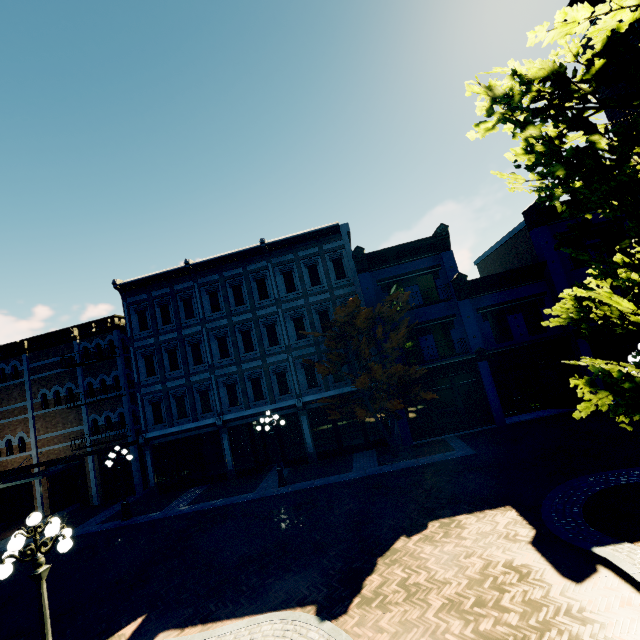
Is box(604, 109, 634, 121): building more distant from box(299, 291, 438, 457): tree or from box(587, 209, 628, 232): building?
box(299, 291, 438, 457): tree

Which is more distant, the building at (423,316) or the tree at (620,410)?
the building at (423,316)

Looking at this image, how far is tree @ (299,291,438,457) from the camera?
15.5 meters

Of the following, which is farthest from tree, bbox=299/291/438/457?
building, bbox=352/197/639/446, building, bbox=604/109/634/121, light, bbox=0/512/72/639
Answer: light, bbox=0/512/72/639

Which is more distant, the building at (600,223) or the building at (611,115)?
the building at (600,223)

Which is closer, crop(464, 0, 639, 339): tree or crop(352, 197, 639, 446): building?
crop(464, 0, 639, 339): tree

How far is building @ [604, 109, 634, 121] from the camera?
10.1 meters

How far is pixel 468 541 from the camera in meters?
8.5 m
